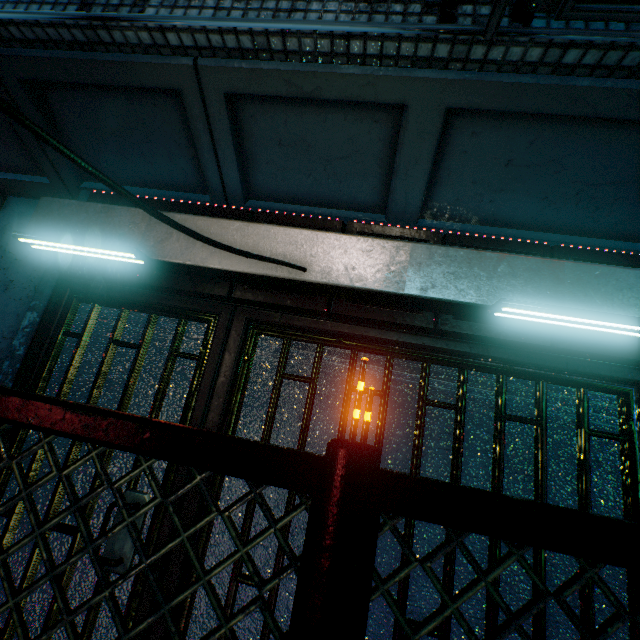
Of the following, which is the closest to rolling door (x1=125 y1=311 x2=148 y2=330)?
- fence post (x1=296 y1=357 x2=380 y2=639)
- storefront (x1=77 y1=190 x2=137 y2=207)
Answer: storefront (x1=77 y1=190 x2=137 y2=207)

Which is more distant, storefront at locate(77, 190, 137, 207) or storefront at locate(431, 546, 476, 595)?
storefront at locate(77, 190, 137, 207)

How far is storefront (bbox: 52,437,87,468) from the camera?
1.7 meters

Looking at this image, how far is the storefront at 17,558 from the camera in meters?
1.6

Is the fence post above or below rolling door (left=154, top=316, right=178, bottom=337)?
below

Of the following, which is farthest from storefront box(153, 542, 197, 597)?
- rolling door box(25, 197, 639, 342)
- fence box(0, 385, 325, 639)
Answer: fence box(0, 385, 325, 639)

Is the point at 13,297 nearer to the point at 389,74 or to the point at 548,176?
the point at 389,74

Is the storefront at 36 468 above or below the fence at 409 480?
below
